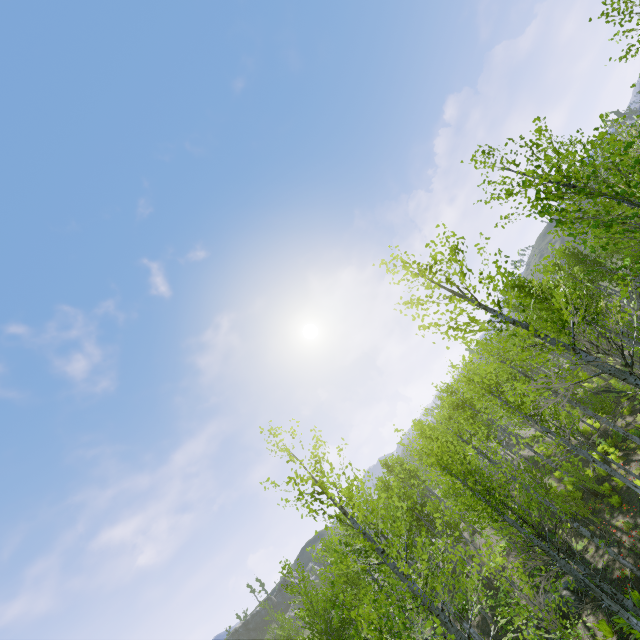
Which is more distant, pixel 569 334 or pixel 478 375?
pixel 478 375
